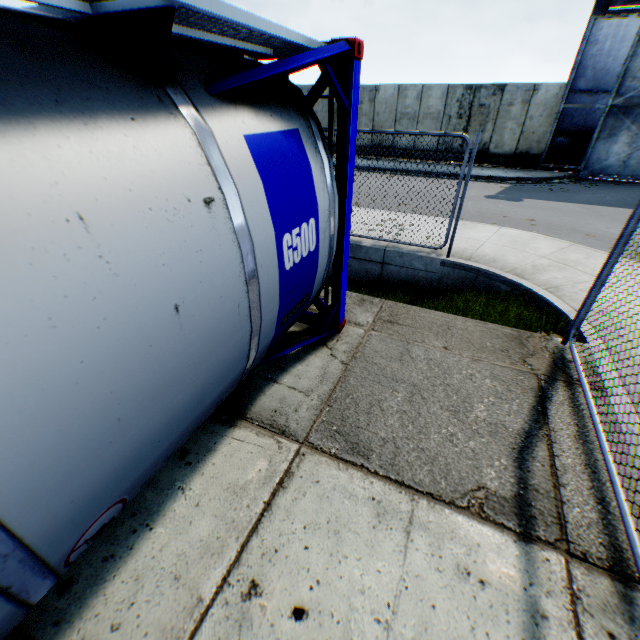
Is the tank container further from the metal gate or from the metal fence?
the metal gate

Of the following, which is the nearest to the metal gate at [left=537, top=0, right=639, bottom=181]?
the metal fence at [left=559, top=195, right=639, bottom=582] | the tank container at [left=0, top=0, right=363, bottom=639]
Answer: the metal fence at [left=559, top=195, right=639, bottom=582]

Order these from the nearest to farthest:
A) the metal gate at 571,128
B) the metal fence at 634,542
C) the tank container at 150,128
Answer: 1. the tank container at 150,128
2. the metal fence at 634,542
3. the metal gate at 571,128

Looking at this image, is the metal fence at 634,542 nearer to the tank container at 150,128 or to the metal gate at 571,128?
the tank container at 150,128

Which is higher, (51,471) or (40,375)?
(40,375)

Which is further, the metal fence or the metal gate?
the metal gate
